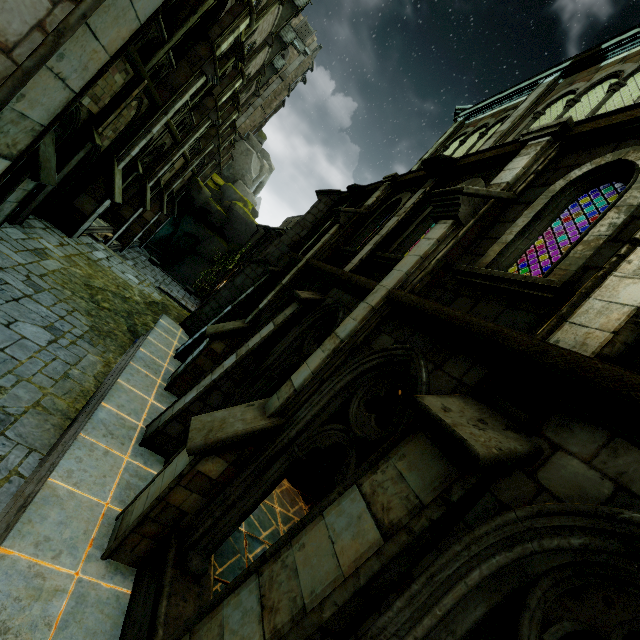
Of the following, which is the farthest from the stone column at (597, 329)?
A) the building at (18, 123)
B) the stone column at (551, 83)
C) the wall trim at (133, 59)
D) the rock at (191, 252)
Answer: the rock at (191, 252)

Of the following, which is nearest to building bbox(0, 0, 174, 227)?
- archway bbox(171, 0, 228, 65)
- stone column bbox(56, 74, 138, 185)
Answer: archway bbox(171, 0, 228, 65)

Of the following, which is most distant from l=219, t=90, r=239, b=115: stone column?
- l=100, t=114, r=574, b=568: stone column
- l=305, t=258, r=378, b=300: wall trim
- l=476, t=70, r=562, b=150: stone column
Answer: l=100, t=114, r=574, b=568: stone column

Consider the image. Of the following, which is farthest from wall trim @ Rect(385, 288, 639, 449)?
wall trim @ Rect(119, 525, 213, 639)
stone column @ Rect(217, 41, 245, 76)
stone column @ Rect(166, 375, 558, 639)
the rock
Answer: the rock

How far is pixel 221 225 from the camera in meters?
36.7 m

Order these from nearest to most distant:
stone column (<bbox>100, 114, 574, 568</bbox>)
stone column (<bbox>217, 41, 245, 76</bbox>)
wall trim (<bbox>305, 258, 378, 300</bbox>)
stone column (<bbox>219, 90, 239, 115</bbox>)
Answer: stone column (<bbox>100, 114, 574, 568</bbox>)
wall trim (<bbox>305, 258, 378, 300</bbox>)
stone column (<bbox>217, 41, 245, 76</bbox>)
stone column (<bbox>219, 90, 239, 115</bbox>)

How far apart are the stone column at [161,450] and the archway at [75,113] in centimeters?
785cm

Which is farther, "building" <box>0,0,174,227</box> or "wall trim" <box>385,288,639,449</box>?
"building" <box>0,0,174,227</box>
